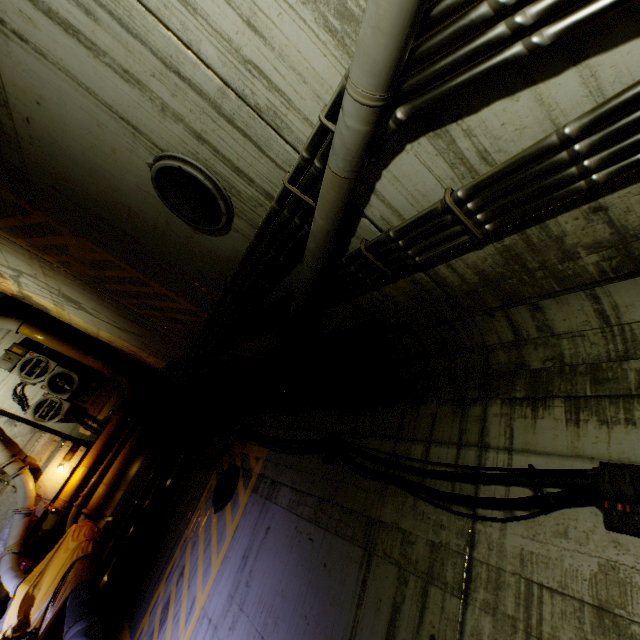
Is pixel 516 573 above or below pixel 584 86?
below

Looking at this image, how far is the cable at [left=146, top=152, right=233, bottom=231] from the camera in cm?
279

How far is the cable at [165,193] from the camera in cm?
279

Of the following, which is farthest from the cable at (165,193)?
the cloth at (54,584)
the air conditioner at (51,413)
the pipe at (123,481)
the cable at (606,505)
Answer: the air conditioner at (51,413)

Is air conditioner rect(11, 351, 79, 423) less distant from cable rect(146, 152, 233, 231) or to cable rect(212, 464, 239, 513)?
cable rect(212, 464, 239, 513)

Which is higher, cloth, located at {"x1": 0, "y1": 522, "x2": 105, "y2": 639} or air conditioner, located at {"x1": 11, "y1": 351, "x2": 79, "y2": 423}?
air conditioner, located at {"x1": 11, "y1": 351, "x2": 79, "y2": 423}

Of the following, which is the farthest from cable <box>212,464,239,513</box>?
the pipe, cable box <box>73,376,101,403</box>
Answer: cable box <box>73,376,101,403</box>

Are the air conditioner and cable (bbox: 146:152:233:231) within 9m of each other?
no
